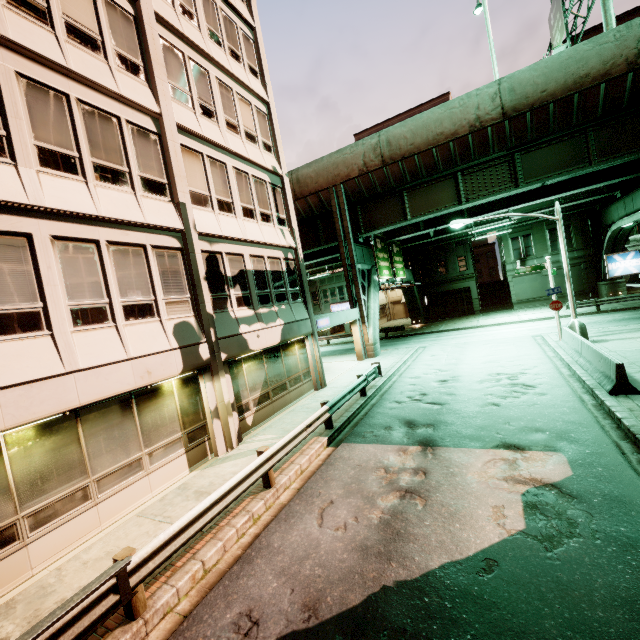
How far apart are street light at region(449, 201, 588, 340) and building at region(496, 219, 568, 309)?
21.5m

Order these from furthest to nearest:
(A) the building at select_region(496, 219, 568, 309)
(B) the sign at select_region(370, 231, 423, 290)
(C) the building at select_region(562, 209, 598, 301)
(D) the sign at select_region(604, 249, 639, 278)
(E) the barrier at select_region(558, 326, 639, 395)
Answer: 1. (A) the building at select_region(496, 219, 568, 309)
2. (C) the building at select_region(562, 209, 598, 301)
3. (B) the sign at select_region(370, 231, 423, 290)
4. (D) the sign at select_region(604, 249, 639, 278)
5. (E) the barrier at select_region(558, 326, 639, 395)

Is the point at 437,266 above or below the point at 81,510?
above

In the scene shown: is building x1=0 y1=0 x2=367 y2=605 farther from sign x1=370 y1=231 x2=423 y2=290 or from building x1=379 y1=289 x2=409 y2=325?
building x1=379 y1=289 x2=409 y2=325

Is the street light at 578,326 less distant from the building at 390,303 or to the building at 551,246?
the building at 551,246

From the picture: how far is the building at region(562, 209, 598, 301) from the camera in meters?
33.0 m

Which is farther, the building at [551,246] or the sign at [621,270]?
the building at [551,246]
